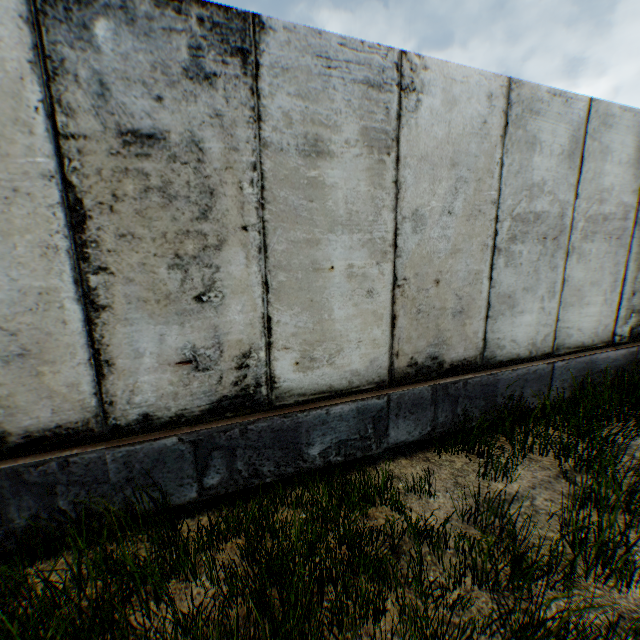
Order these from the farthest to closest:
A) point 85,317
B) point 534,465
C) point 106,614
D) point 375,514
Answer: point 534,465 → point 375,514 → point 85,317 → point 106,614
